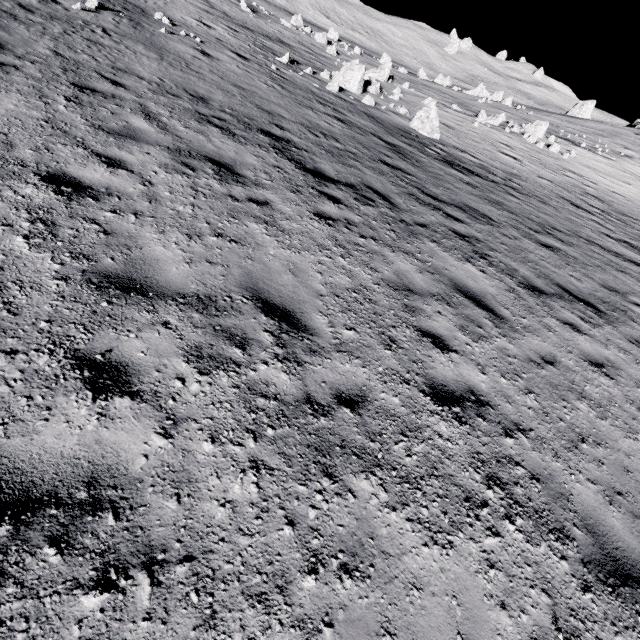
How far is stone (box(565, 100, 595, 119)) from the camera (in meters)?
50.91

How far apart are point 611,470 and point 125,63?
13.5 meters

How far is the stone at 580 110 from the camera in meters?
50.9
